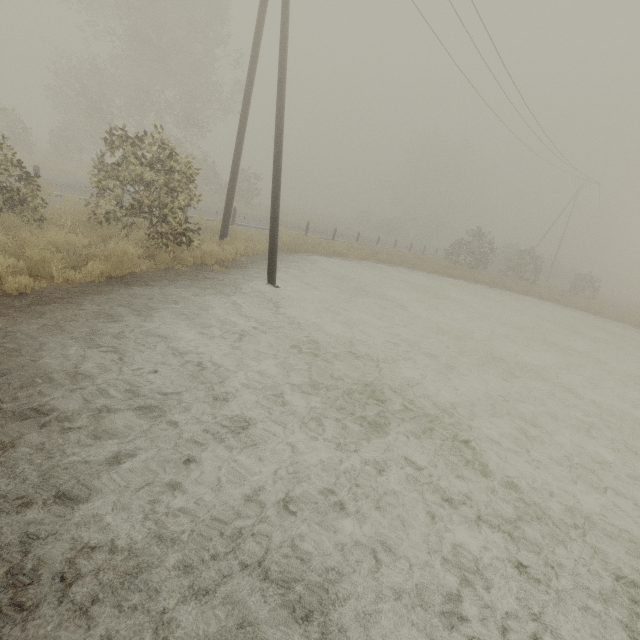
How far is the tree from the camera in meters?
51.4 m

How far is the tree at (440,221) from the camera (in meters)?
51.38

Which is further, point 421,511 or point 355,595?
point 421,511
